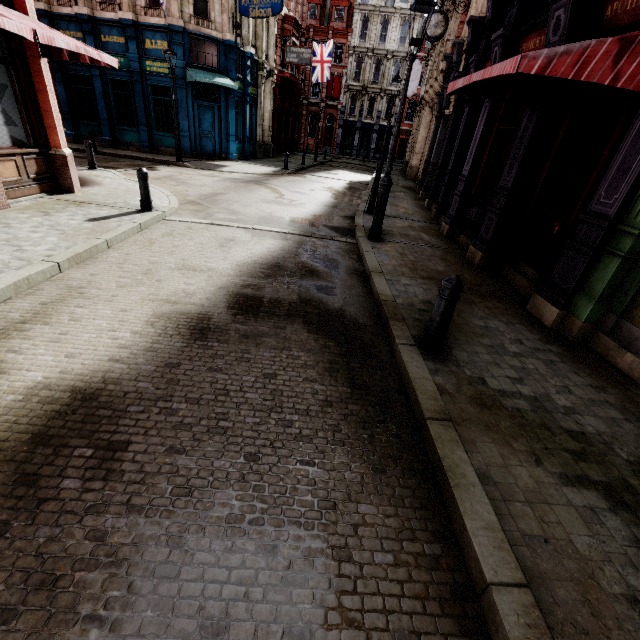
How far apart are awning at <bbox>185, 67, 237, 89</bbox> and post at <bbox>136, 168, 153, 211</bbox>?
12.5m

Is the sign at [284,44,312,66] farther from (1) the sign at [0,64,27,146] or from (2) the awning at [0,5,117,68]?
(1) the sign at [0,64,27,146]

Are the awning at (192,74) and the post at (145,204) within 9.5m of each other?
no

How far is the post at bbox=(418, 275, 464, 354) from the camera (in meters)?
3.53

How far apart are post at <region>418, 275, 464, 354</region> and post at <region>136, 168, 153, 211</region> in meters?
7.3

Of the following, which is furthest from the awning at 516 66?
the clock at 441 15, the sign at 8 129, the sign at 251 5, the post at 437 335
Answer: the sign at 251 5

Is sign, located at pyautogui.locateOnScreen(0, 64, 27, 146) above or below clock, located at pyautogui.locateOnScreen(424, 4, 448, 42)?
below

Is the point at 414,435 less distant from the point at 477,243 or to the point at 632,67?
the point at 632,67
